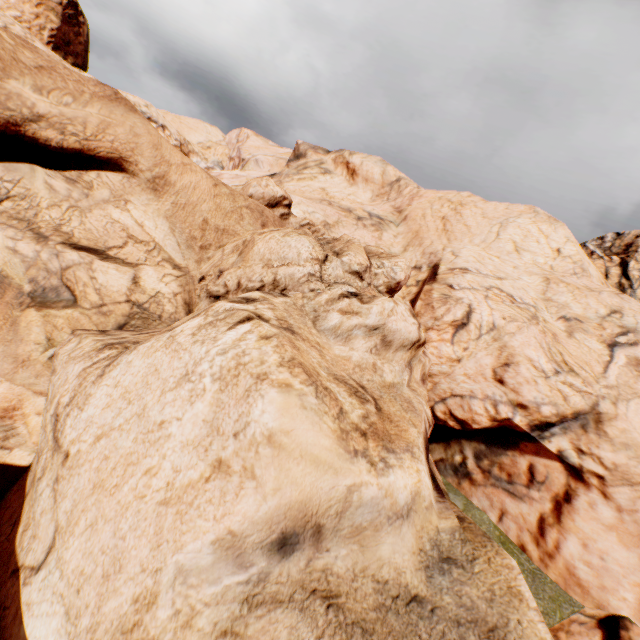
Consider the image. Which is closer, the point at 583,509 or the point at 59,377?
the point at 59,377
